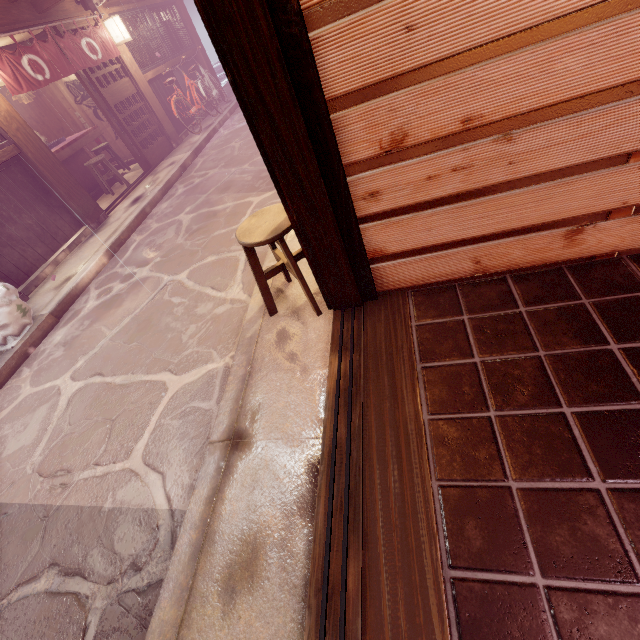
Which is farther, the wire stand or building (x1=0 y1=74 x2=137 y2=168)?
building (x1=0 y1=74 x2=137 y2=168)

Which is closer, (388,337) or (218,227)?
(388,337)

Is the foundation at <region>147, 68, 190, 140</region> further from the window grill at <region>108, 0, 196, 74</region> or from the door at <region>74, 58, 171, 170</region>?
the door at <region>74, 58, 171, 170</region>

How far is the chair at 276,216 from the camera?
4.0 meters

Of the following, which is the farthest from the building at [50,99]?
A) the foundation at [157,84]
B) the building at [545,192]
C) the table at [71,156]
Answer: the building at [545,192]

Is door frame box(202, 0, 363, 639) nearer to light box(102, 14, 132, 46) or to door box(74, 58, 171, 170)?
door box(74, 58, 171, 170)

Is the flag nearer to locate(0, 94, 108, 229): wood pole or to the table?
locate(0, 94, 108, 229): wood pole

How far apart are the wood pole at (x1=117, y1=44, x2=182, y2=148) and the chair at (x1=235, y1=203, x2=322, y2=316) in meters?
14.4 m
